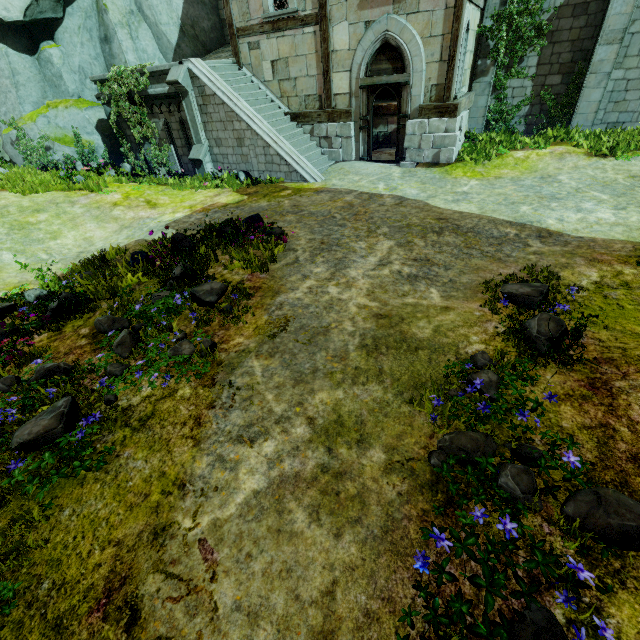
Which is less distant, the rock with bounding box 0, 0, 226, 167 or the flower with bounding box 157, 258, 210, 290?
the flower with bounding box 157, 258, 210, 290

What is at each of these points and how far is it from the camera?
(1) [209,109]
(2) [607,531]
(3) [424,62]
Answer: (1) stair, 11.6m
(2) flower, 2.3m
(3) building, 10.1m

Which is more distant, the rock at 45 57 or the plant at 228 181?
the rock at 45 57

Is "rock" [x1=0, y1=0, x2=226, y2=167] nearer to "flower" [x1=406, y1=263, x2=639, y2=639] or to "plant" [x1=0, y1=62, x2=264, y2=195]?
"plant" [x1=0, y1=62, x2=264, y2=195]

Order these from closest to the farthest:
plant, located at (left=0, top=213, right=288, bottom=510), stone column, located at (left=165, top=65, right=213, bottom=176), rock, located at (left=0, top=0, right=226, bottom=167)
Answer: plant, located at (left=0, top=213, right=288, bottom=510) → stone column, located at (left=165, top=65, right=213, bottom=176) → rock, located at (left=0, top=0, right=226, bottom=167)

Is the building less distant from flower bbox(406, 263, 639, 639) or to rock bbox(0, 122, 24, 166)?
rock bbox(0, 122, 24, 166)

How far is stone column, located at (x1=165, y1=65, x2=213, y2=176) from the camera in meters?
11.0 m

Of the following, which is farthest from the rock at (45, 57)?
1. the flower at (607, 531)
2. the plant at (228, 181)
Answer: the flower at (607, 531)
